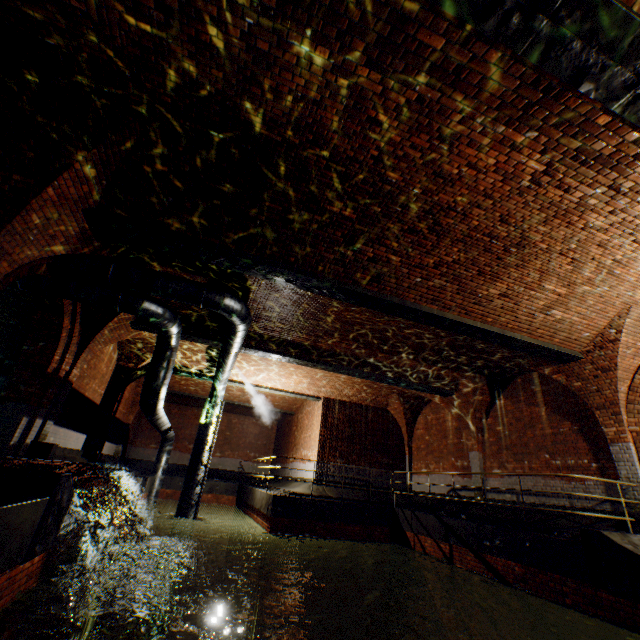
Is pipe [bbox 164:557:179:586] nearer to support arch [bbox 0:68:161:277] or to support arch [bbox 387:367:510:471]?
support arch [bbox 0:68:161:277]

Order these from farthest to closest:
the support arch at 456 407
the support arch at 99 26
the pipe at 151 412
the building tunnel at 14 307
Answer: the support arch at 456 407 → the building tunnel at 14 307 → the pipe at 151 412 → the support arch at 99 26

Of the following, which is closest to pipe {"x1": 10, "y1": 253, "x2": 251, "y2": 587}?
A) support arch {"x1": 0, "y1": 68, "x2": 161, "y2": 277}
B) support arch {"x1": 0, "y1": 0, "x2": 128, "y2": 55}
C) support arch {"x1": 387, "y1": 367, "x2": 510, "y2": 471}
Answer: support arch {"x1": 0, "y1": 68, "x2": 161, "y2": 277}

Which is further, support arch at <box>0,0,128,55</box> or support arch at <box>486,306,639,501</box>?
support arch at <box>486,306,639,501</box>

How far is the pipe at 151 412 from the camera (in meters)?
7.13

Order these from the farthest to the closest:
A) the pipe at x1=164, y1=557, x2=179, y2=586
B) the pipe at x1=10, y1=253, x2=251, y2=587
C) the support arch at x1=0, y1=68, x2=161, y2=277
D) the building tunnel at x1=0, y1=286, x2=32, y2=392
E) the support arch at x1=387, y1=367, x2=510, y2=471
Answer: the support arch at x1=387, y1=367, x2=510, y2=471, the pipe at x1=164, y1=557, x2=179, y2=586, the building tunnel at x1=0, y1=286, x2=32, y2=392, the pipe at x1=10, y1=253, x2=251, y2=587, the support arch at x1=0, y1=68, x2=161, y2=277

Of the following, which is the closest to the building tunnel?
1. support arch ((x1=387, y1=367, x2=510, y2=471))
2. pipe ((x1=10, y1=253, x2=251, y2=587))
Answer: pipe ((x1=10, y1=253, x2=251, y2=587))

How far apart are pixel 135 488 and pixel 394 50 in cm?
1350
